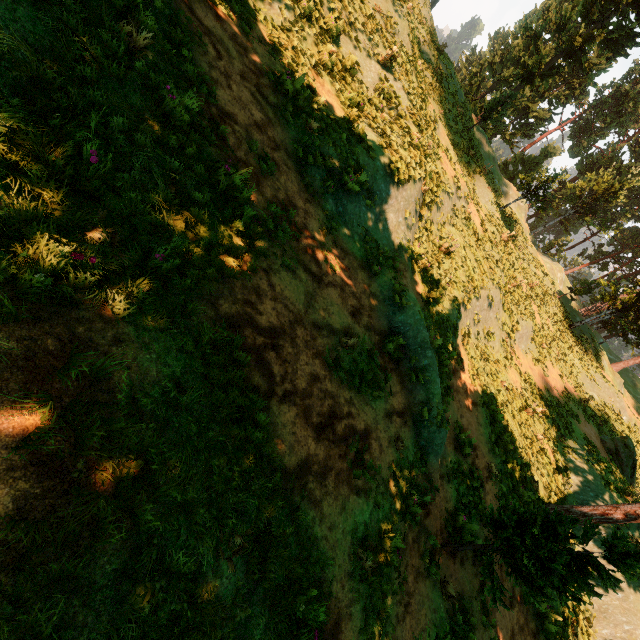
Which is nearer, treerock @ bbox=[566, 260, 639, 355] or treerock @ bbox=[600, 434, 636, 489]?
treerock @ bbox=[600, 434, 636, 489]

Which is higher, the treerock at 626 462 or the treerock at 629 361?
the treerock at 629 361

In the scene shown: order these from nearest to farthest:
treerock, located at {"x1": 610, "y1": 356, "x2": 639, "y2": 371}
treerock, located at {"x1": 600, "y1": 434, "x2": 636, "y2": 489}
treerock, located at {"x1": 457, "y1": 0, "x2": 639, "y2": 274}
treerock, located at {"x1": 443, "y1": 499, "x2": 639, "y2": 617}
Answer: treerock, located at {"x1": 443, "y1": 499, "x2": 639, "y2": 617}
treerock, located at {"x1": 600, "y1": 434, "x2": 636, "y2": 489}
treerock, located at {"x1": 457, "y1": 0, "x2": 639, "y2": 274}
treerock, located at {"x1": 610, "y1": 356, "x2": 639, "y2": 371}

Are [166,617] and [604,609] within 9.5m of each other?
no
